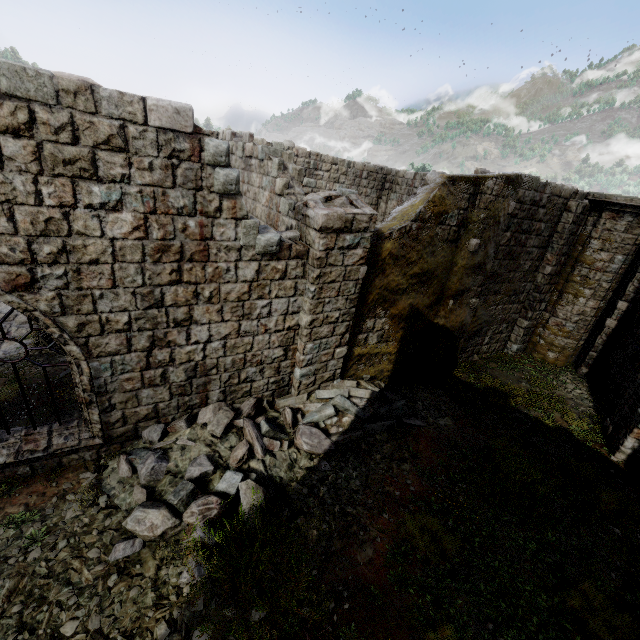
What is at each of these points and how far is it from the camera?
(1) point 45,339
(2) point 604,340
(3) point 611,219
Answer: (1) broken furniture, 9.9m
(2) building, 11.3m
(3) column, 10.5m

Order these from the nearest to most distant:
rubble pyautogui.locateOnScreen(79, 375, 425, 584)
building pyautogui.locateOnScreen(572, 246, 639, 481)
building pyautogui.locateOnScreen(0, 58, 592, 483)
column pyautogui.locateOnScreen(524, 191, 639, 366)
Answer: building pyautogui.locateOnScreen(0, 58, 592, 483) < rubble pyautogui.locateOnScreen(79, 375, 425, 584) < building pyautogui.locateOnScreen(572, 246, 639, 481) < column pyautogui.locateOnScreen(524, 191, 639, 366)

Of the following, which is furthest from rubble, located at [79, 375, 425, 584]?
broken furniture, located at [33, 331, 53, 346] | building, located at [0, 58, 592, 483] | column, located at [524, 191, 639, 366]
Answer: column, located at [524, 191, 639, 366]

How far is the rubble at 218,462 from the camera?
5.05m

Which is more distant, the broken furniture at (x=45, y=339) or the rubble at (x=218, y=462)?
the broken furniture at (x=45, y=339)

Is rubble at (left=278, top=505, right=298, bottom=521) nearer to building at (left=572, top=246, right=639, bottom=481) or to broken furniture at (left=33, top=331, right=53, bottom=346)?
building at (left=572, top=246, right=639, bottom=481)

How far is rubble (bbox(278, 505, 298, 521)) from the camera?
5.4m

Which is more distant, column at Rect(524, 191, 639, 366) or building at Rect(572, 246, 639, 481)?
column at Rect(524, 191, 639, 366)
